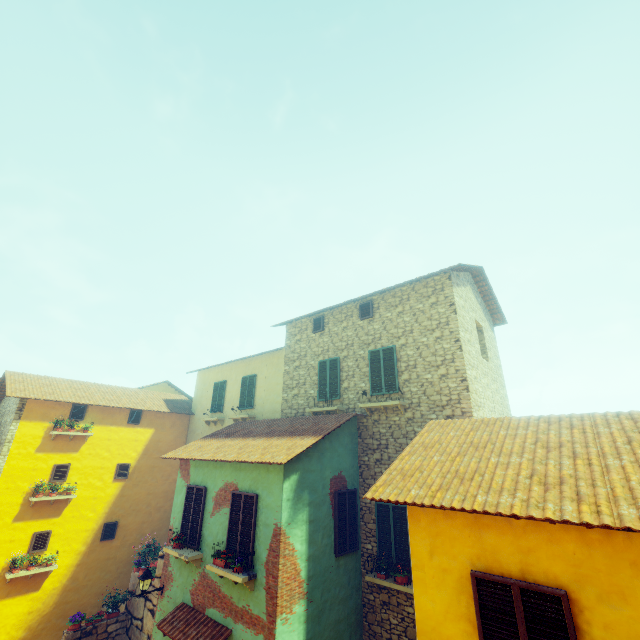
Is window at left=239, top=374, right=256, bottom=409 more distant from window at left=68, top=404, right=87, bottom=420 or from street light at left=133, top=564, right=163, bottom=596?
street light at left=133, top=564, right=163, bottom=596

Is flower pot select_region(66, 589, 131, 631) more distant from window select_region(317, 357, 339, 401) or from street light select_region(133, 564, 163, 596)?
window select_region(317, 357, 339, 401)

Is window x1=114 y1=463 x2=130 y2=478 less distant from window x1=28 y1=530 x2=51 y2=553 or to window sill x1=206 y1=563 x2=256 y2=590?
window sill x1=206 y1=563 x2=256 y2=590

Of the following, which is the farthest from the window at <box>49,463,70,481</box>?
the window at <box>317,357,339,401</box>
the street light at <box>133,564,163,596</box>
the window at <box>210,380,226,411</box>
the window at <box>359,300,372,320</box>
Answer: the window at <box>359,300,372,320</box>

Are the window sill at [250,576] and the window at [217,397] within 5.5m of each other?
no

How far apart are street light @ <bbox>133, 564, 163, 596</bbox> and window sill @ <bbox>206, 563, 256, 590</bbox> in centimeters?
285cm

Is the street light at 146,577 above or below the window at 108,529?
below

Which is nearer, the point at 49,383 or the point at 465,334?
the point at 465,334
